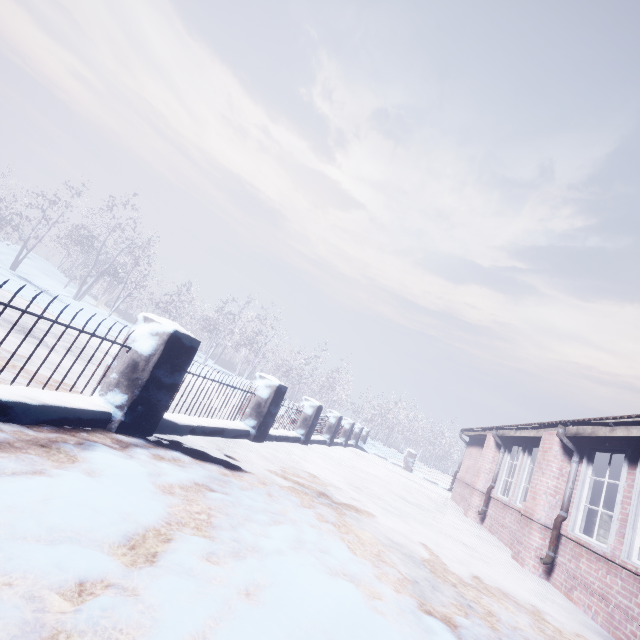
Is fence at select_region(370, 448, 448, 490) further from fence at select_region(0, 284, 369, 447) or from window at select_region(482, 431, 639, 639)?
window at select_region(482, 431, 639, 639)

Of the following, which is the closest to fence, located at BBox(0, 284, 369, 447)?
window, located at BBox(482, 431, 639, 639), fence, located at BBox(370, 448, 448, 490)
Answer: fence, located at BBox(370, 448, 448, 490)

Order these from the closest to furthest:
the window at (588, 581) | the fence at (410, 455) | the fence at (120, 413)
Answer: the fence at (120, 413) < the window at (588, 581) < the fence at (410, 455)

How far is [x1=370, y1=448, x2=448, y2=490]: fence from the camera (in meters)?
14.53

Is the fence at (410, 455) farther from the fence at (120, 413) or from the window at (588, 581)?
the window at (588, 581)

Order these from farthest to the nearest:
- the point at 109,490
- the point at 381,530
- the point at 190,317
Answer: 1. the point at 190,317
2. the point at 381,530
3. the point at 109,490
